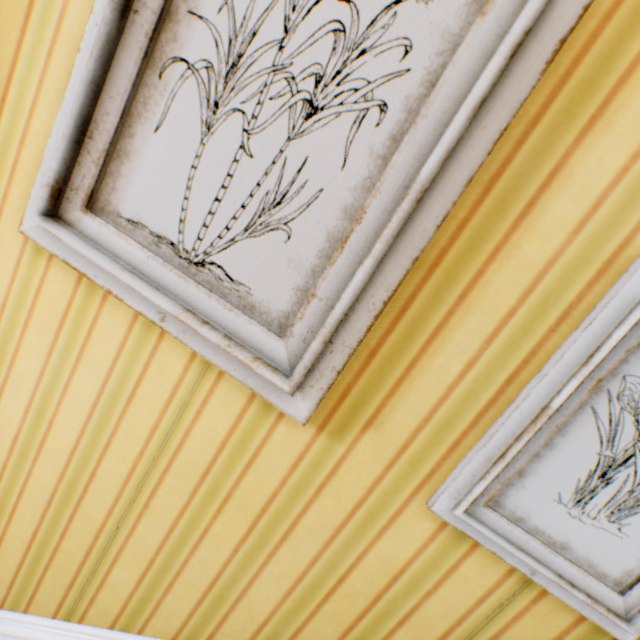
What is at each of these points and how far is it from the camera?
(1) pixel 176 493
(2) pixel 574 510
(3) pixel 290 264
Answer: (1) building, 0.8m
(2) picture frame, 0.6m
(3) picture frame, 0.6m
